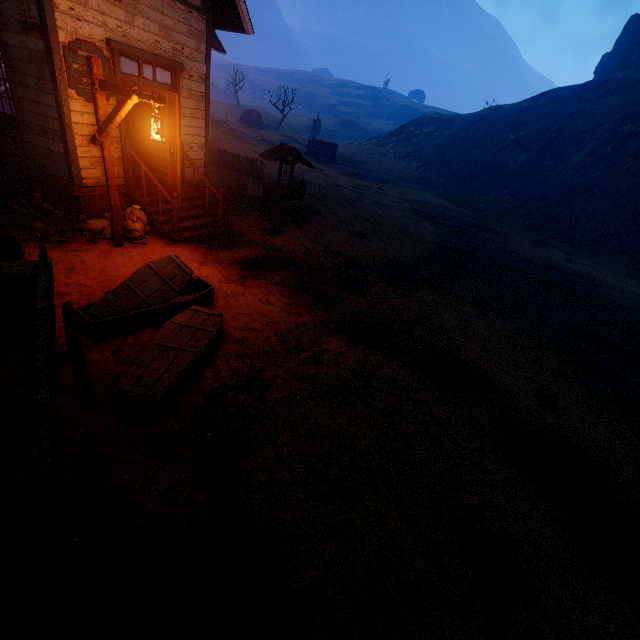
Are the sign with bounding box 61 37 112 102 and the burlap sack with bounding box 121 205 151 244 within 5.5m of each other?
yes

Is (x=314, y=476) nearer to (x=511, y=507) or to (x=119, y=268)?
(x=511, y=507)

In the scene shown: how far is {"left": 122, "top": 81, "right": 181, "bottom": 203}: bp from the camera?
6.77m

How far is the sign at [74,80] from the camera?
6.0m

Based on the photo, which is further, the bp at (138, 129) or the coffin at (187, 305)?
the bp at (138, 129)

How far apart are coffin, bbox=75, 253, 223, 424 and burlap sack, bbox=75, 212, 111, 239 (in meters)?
3.57

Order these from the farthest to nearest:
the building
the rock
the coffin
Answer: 1. the rock
2. the building
3. the coffin

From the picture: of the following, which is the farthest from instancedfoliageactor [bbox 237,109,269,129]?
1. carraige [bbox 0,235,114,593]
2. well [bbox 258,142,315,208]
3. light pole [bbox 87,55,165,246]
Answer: carraige [bbox 0,235,114,593]
